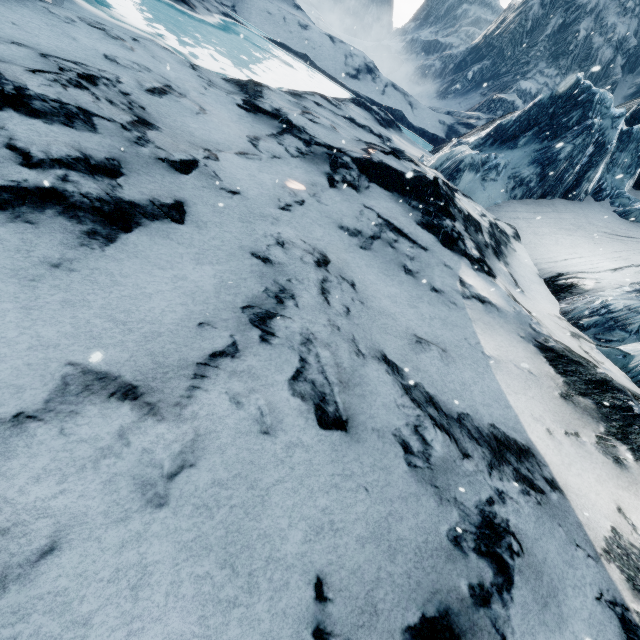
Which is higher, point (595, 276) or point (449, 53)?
point (449, 53)
